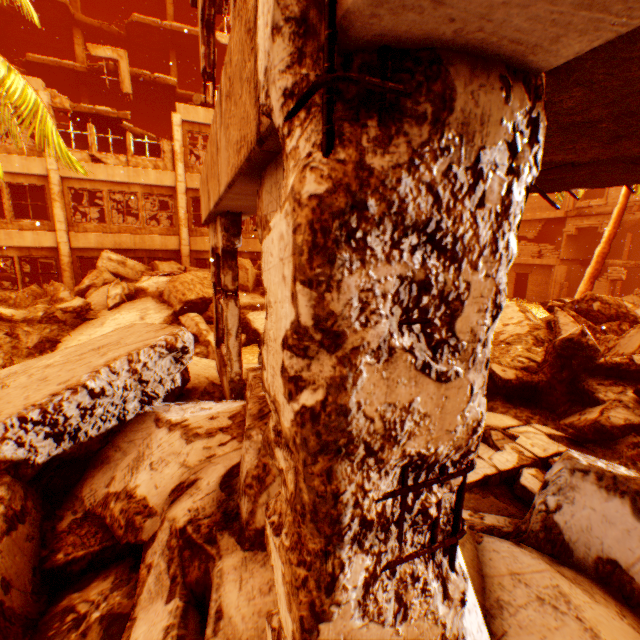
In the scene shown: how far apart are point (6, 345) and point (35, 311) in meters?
1.5 m

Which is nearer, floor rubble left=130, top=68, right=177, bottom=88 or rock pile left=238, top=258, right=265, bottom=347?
rock pile left=238, top=258, right=265, bottom=347

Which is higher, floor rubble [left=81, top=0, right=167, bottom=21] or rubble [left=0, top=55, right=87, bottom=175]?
floor rubble [left=81, top=0, right=167, bottom=21]

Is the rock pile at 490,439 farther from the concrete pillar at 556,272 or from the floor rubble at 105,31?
the floor rubble at 105,31

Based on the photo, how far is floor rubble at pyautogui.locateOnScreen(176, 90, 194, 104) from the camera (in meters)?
19.09

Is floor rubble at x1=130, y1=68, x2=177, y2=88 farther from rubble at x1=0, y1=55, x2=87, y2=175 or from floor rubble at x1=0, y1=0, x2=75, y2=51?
floor rubble at x1=0, y1=0, x2=75, y2=51

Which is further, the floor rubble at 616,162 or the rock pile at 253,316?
the rock pile at 253,316
